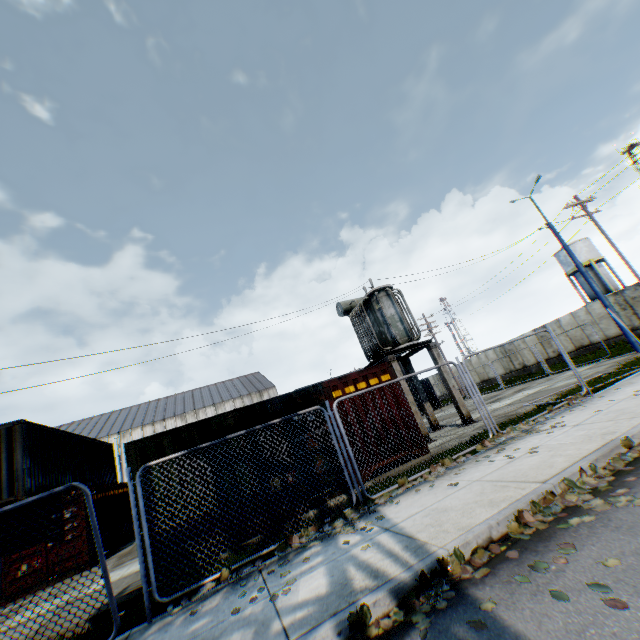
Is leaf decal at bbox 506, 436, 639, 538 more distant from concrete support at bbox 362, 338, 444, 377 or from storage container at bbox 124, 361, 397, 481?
concrete support at bbox 362, 338, 444, 377

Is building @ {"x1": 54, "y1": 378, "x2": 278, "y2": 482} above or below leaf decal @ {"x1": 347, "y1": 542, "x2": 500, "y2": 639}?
above

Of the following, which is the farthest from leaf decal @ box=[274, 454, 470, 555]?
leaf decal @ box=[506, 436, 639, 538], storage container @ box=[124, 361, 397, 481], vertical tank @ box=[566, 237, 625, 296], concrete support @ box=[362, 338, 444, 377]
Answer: vertical tank @ box=[566, 237, 625, 296]

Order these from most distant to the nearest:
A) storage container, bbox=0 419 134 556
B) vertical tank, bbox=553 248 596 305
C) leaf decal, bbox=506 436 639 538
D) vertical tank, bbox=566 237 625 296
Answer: vertical tank, bbox=553 248 596 305
vertical tank, bbox=566 237 625 296
storage container, bbox=0 419 134 556
leaf decal, bbox=506 436 639 538

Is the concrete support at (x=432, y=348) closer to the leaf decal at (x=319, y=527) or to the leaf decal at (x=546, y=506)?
the leaf decal at (x=319, y=527)

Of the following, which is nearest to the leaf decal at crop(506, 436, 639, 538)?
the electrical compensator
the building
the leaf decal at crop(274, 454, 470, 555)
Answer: the leaf decal at crop(274, 454, 470, 555)

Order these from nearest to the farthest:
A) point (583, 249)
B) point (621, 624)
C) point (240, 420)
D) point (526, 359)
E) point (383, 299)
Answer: point (621, 624)
point (240, 420)
point (383, 299)
point (526, 359)
point (583, 249)

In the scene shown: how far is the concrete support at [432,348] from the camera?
12.67m
